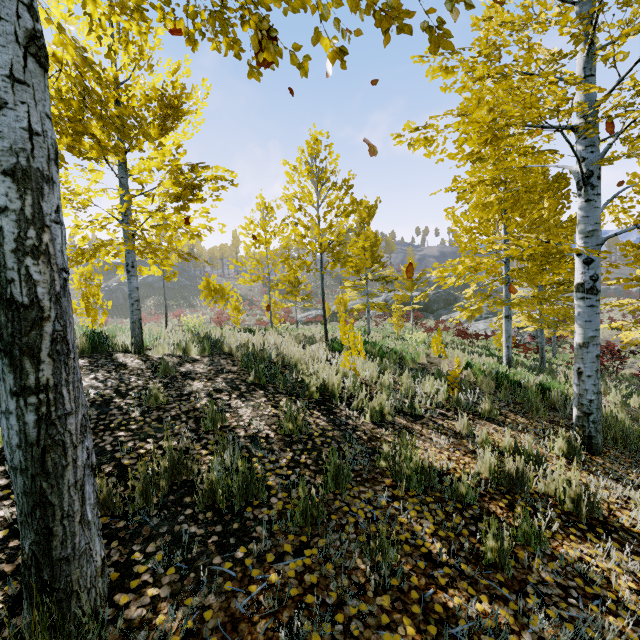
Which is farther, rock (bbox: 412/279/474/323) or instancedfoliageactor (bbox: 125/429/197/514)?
rock (bbox: 412/279/474/323)

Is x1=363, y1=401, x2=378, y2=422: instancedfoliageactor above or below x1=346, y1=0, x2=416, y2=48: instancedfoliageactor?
below

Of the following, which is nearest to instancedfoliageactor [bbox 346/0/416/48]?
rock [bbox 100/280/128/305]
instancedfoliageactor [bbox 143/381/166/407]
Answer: instancedfoliageactor [bbox 143/381/166/407]

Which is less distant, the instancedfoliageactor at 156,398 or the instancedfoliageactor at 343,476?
the instancedfoliageactor at 343,476

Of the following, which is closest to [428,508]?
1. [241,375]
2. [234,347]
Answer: [241,375]

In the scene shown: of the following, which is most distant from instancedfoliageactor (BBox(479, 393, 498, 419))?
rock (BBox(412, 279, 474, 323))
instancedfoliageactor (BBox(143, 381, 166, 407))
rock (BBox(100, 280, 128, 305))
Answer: rock (BBox(100, 280, 128, 305))

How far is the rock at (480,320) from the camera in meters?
29.0
